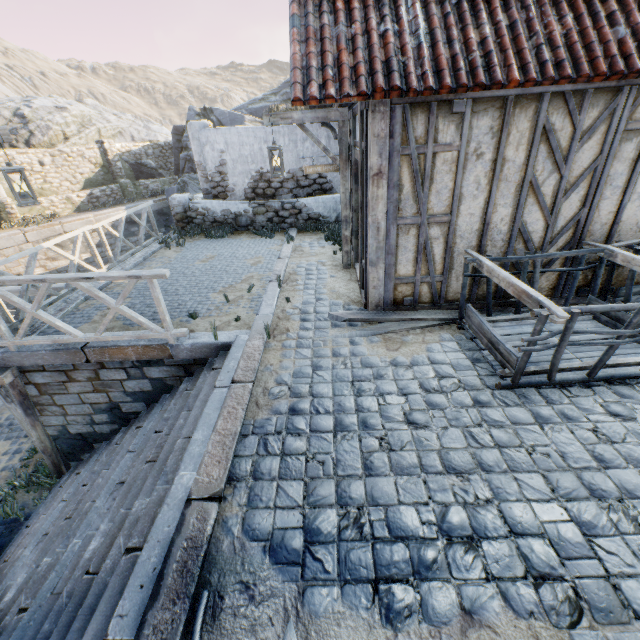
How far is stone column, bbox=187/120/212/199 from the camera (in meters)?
9.85

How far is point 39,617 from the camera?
2.82m

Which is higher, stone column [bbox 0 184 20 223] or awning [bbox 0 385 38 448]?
stone column [bbox 0 184 20 223]

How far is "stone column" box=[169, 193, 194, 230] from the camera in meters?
10.6 m

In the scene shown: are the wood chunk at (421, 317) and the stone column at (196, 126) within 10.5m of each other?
yes

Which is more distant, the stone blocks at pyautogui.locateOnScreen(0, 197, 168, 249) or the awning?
the stone blocks at pyautogui.locateOnScreen(0, 197, 168, 249)

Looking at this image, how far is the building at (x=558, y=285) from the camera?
4.8m

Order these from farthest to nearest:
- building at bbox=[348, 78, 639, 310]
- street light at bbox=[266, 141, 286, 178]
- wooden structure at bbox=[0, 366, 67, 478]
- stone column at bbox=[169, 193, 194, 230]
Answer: stone column at bbox=[169, 193, 194, 230]
street light at bbox=[266, 141, 286, 178]
wooden structure at bbox=[0, 366, 67, 478]
building at bbox=[348, 78, 639, 310]
